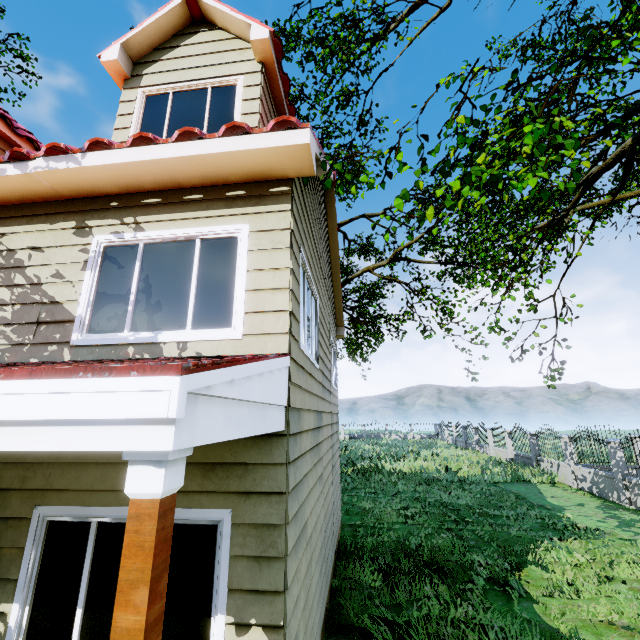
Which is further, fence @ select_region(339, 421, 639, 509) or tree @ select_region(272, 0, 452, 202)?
fence @ select_region(339, 421, 639, 509)

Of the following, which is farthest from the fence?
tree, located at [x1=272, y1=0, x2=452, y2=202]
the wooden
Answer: the wooden

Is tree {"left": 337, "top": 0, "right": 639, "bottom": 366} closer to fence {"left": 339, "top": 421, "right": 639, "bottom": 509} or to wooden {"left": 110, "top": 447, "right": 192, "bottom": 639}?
fence {"left": 339, "top": 421, "right": 639, "bottom": 509}

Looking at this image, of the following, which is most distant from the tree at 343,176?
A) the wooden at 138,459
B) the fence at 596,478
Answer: the wooden at 138,459

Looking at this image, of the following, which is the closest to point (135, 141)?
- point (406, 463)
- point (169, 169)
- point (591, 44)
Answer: point (169, 169)

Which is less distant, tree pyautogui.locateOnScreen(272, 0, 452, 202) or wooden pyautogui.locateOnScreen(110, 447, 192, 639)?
wooden pyautogui.locateOnScreen(110, 447, 192, 639)

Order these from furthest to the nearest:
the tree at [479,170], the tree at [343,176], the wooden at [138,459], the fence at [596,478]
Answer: the fence at [596,478] < the tree at [343,176] < the tree at [479,170] < the wooden at [138,459]
